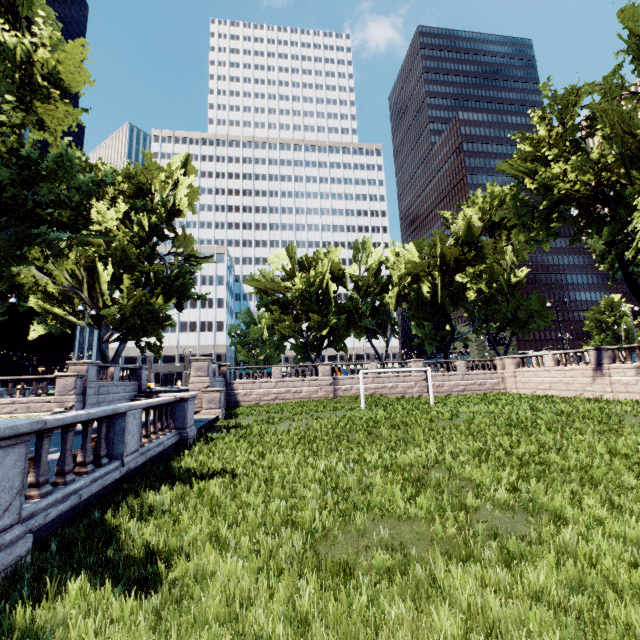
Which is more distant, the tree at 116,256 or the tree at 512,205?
the tree at 512,205

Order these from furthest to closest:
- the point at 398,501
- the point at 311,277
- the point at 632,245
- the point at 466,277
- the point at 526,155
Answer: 1. the point at 466,277
2. the point at 311,277
3. the point at 526,155
4. the point at 632,245
5. the point at 398,501

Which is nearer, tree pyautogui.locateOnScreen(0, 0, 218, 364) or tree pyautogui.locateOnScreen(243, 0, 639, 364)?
tree pyautogui.locateOnScreen(0, 0, 218, 364)
